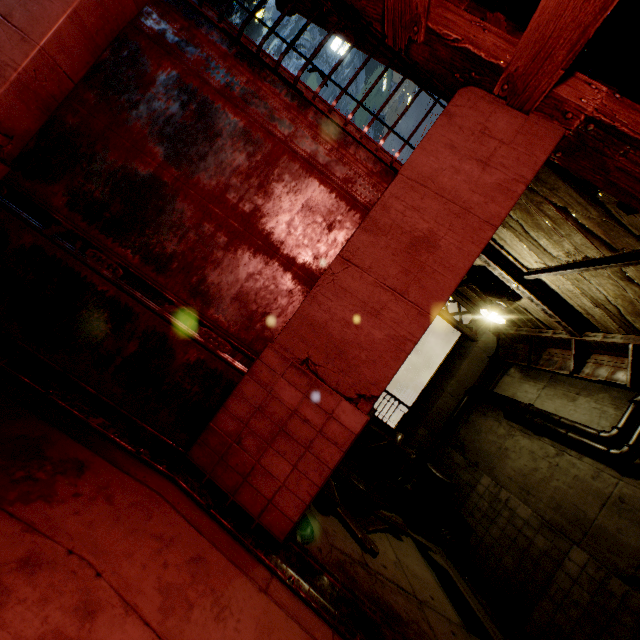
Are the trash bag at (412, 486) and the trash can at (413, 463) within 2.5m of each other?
yes

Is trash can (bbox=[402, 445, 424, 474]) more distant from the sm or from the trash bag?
the sm

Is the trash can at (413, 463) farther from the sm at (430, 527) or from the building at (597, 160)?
the sm at (430, 527)

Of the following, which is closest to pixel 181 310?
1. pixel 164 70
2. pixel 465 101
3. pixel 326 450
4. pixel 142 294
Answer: pixel 142 294

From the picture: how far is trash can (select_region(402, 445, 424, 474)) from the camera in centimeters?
851cm

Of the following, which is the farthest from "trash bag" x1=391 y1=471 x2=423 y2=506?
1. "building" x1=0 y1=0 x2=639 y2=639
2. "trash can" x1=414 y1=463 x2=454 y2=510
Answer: "building" x1=0 y1=0 x2=639 y2=639

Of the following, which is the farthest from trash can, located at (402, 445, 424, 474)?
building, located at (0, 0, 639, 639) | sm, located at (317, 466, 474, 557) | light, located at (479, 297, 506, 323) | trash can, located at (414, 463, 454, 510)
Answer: light, located at (479, 297, 506, 323)

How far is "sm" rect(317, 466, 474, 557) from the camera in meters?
4.9 m
